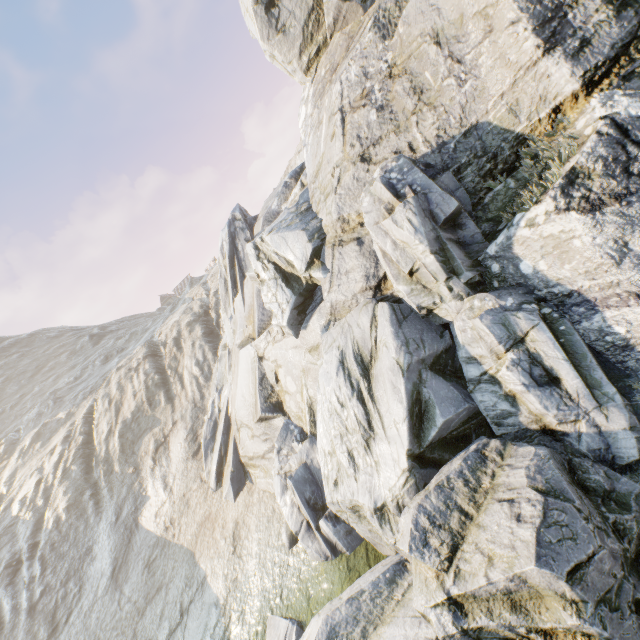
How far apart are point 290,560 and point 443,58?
16.5m
